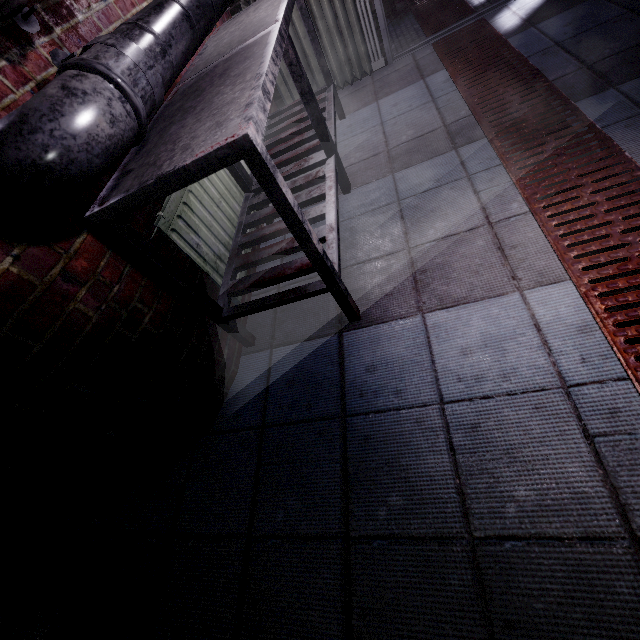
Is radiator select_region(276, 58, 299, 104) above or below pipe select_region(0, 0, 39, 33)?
below

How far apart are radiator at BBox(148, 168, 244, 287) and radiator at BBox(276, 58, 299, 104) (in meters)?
1.54

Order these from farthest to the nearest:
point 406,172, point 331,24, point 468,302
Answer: point 331,24 < point 406,172 < point 468,302

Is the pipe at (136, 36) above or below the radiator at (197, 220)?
above

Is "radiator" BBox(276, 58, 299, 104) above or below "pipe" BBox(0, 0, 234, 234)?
below

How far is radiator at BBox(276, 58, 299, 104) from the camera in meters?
2.7

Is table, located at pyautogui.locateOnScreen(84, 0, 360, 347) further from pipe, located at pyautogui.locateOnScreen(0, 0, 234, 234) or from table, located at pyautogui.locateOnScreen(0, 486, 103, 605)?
table, located at pyautogui.locateOnScreen(0, 486, 103, 605)

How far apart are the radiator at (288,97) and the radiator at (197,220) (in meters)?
1.54
